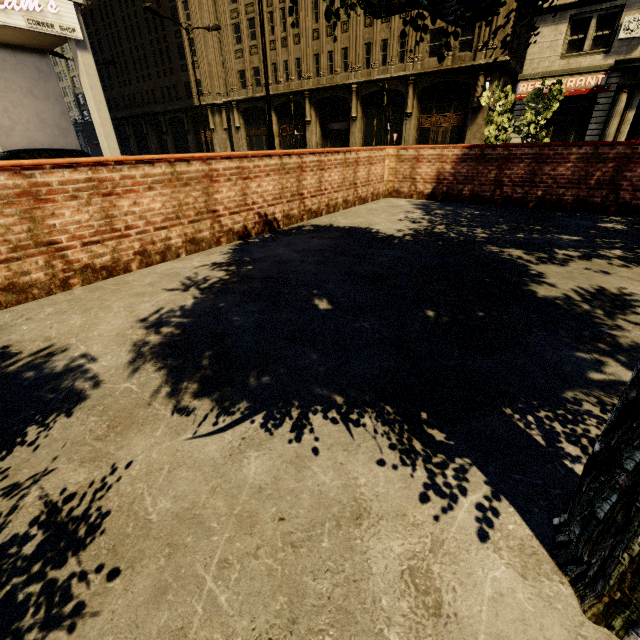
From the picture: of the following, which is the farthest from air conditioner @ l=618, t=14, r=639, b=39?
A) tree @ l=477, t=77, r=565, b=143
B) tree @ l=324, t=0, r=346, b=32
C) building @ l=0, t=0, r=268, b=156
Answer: tree @ l=324, t=0, r=346, b=32

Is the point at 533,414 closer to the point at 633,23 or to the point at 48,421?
the point at 48,421

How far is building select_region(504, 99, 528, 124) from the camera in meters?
20.9 m

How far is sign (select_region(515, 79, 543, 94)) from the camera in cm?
1996

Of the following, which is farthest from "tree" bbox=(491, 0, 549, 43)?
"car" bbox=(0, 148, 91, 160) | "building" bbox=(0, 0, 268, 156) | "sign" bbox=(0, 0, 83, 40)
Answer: "sign" bbox=(0, 0, 83, 40)

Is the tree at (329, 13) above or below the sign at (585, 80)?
below

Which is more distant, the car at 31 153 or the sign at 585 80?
the sign at 585 80

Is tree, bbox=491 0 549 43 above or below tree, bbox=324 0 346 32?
above
